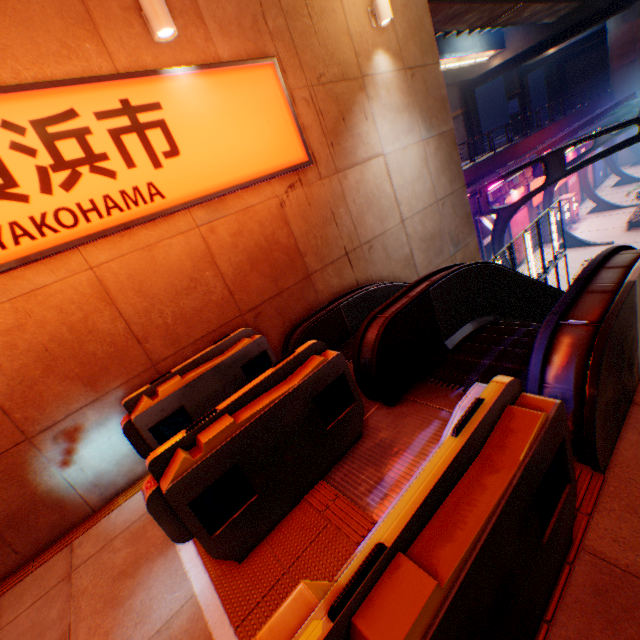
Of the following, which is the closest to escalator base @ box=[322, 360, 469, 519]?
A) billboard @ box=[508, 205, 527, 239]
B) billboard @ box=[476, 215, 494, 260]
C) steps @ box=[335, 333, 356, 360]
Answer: steps @ box=[335, 333, 356, 360]

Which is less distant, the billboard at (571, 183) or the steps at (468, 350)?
the steps at (468, 350)

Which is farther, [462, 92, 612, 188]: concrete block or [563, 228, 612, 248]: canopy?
[563, 228, 612, 248]: canopy

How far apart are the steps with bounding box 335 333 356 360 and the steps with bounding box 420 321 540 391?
0.4 meters

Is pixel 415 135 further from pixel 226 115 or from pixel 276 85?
pixel 226 115

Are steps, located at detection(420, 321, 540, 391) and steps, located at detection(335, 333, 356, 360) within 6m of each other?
yes

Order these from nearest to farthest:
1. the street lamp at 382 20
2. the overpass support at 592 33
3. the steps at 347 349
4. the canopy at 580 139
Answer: the steps at 347 349, the street lamp at 382 20, the canopy at 580 139, the overpass support at 592 33

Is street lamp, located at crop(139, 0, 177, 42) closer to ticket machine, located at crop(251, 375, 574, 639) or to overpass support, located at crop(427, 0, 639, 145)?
overpass support, located at crop(427, 0, 639, 145)
